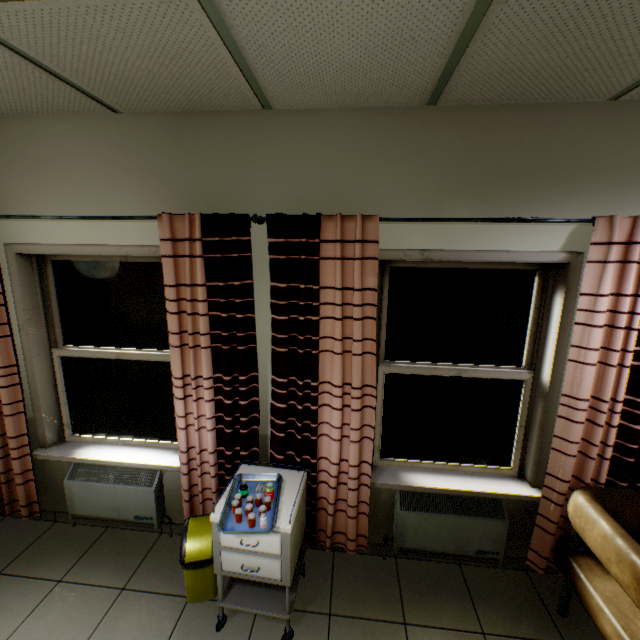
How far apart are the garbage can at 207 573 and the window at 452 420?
1.3 meters

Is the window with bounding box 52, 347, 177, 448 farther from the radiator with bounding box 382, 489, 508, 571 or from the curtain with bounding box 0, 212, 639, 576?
the radiator with bounding box 382, 489, 508, 571

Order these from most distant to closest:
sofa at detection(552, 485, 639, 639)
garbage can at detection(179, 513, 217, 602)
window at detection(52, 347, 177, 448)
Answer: window at detection(52, 347, 177, 448)
garbage can at detection(179, 513, 217, 602)
sofa at detection(552, 485, 639, 639)

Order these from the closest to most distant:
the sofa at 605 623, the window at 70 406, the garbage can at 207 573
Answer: the sofa at 605 623, the garbage can at 207 573, the window at 70 406

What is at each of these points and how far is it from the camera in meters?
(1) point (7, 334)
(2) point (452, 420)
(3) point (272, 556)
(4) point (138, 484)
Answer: (1) curtain, 2.5
(2) window, 2.5
(3) cabinet, 1.9
(4) radiator, 2.6

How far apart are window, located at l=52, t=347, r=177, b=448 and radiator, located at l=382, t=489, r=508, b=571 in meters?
1.8 m

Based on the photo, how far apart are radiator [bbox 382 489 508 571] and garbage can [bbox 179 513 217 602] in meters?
1.3

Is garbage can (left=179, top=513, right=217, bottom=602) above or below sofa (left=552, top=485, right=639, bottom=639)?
below
